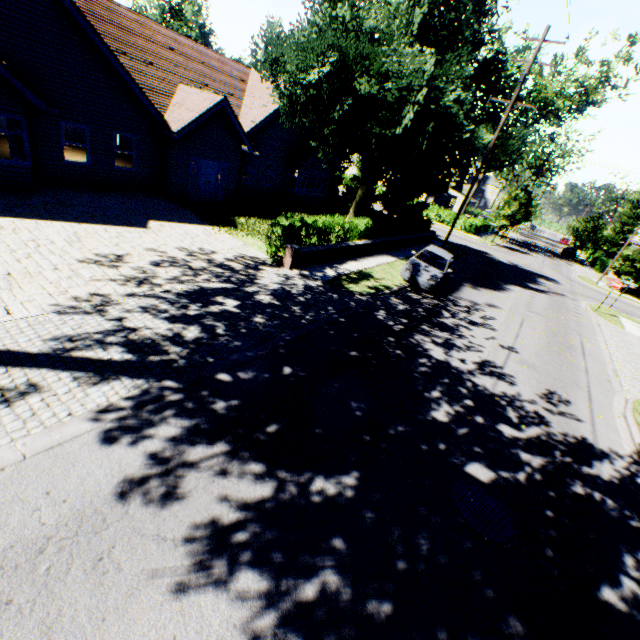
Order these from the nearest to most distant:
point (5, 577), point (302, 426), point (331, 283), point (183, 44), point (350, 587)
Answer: point (5, 577), point (350, 587), point (302, 426), point (331, 283), point (183, 44)

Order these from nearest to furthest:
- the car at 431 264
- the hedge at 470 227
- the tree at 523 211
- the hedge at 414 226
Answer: the hedge at 414 226, the car at 431 264, the tree at 523 211, the hedge at 470 227

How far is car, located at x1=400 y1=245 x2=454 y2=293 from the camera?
15.12m

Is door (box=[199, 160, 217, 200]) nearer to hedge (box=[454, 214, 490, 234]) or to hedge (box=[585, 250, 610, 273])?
hedge (box=[454, 214, 490, 234])

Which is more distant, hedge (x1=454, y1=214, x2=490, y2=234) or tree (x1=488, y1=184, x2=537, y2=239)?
hedge (x1=454, y1=214, x2=490, y2=234)

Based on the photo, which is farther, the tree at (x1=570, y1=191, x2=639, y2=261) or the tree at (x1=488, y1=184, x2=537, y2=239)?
the tree at (x1=570, y1=191, x2=639, y2=261)

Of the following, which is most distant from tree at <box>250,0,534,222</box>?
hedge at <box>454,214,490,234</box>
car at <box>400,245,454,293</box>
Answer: car at <box>400,245,454,293</box>

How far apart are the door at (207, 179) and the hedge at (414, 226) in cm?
883
